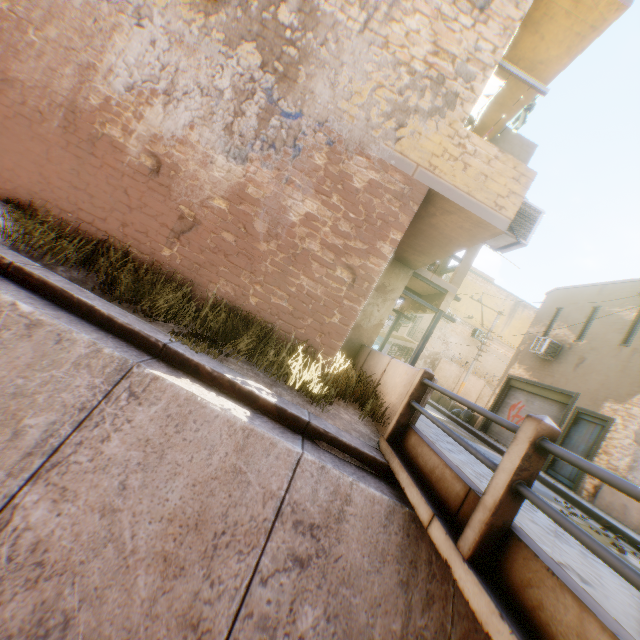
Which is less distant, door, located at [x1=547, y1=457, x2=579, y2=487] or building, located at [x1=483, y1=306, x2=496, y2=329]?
door, located at [x1=547, y1=457, x2=579, y2=487]

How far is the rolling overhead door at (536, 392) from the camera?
13.48m

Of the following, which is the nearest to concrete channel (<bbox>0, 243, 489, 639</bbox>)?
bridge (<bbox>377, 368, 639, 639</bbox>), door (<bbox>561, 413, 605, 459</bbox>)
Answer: bridge (<bbox>377, 368, 639, 639</bbox>)

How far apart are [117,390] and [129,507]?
1.2m

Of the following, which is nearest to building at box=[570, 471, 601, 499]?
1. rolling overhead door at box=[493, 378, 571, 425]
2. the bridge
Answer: rolling overhead door at box=[493, 378, 571, 425]

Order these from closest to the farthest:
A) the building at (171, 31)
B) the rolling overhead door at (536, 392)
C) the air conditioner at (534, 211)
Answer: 1. the building at (171, 31)
2. the air conditioner at (534, 211)
3. the rolling overhead door at (536, 392)

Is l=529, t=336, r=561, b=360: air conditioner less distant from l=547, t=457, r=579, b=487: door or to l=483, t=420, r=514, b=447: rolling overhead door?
l=483, t=420, r=514, b=447: rolling overhead door

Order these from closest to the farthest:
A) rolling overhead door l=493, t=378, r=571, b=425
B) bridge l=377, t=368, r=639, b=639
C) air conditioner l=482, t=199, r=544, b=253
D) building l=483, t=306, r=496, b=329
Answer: bridge l=377, t=368, r=639, b=639 → air conditioner l=482, t=199, r=544, b=253 → rolling overhead door l=493, t=378, r=571, b=425 → building l=483, t=306, r=496, b=329
